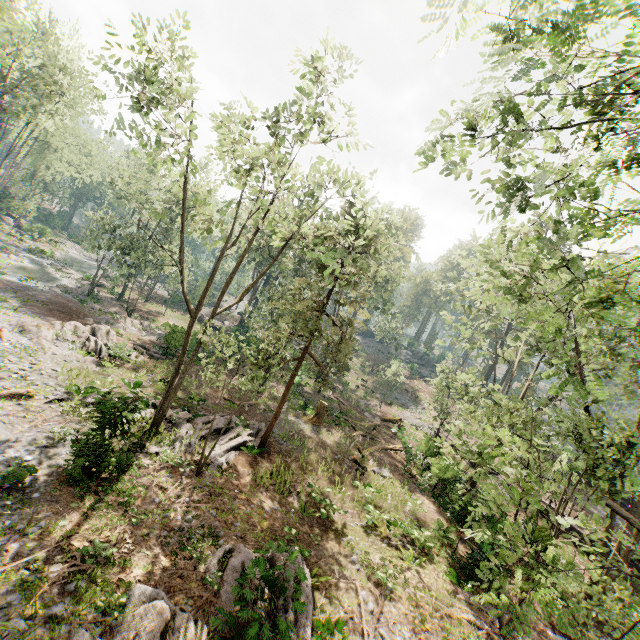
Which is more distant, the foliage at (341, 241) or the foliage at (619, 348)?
the foliage at (341, 241)

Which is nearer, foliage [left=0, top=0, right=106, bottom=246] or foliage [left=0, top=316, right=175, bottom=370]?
foliage [left=0, top=316, right=175, bottom=370]

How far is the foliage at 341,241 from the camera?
12.58m

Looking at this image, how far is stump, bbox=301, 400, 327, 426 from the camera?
25.14m

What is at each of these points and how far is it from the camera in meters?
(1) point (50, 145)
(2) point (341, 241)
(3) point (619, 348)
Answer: (1) foliage, 51.4
(2) foliage, 29.1
(3) foliage, 17.1

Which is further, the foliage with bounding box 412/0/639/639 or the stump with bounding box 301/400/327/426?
the stump with bounding box 301/400/327/426

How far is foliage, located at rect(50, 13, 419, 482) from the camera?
12.6m
